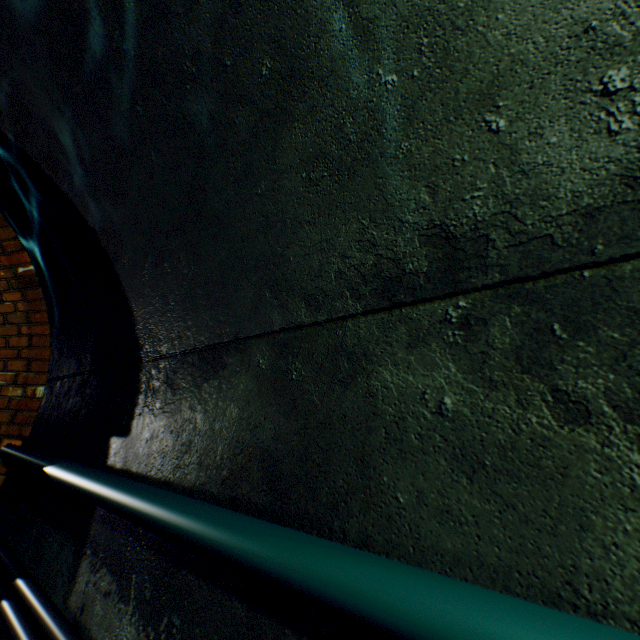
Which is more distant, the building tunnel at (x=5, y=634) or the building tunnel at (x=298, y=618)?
the building tunnel at (x=5, y=634)

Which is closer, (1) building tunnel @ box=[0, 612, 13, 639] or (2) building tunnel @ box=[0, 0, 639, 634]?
(2) building tunnel @ box=[0, 0, 639, 634]

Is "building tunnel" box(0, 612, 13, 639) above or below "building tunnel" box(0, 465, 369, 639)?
below

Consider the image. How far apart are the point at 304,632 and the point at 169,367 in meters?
1.2 m

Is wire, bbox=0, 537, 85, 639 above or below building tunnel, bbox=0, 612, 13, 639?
above

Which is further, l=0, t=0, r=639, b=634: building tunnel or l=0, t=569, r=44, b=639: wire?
l=0, t=569, r=44, b=639: wire

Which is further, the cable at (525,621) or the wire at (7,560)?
the wire at (7,560)
